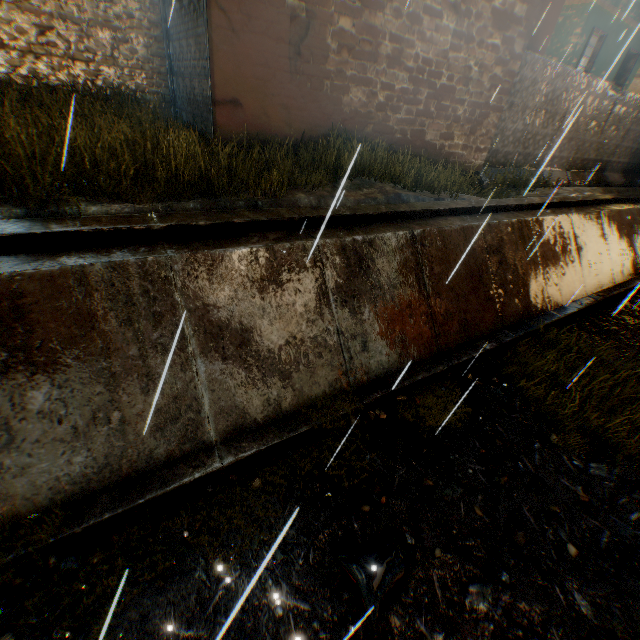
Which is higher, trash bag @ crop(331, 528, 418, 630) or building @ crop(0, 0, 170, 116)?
building @ crop(0, 0, 170, 116)

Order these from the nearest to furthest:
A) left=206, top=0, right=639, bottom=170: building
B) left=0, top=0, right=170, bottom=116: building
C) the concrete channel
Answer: the concrete channel
left=206, top=0, right=639, bottom=170: building
left=0, top=0, right=170, bottom=116: building

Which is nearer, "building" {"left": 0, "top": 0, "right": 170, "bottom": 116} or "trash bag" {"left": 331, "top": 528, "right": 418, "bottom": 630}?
"trash bag" {"left": 331, "top": 528, "right": 418, "bottom": 630}

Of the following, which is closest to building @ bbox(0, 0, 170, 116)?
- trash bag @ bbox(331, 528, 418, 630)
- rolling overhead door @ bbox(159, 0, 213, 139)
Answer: rolling overhead door @ bbox(159, 0, 213, 139)

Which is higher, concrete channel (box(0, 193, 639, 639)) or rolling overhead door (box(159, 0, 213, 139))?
rolling overhead door (box(159, 0, 213, 139))

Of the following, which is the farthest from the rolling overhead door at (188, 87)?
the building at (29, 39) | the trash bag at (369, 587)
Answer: the trash bag at (369, 587)

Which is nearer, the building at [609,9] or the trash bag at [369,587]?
the trash bag at [369,587]

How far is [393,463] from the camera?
4.6 meters
